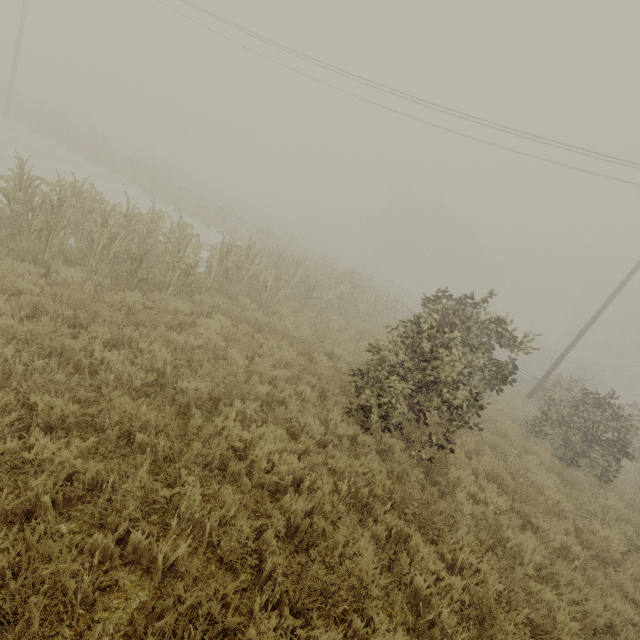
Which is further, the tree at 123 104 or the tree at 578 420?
the tree at 578 420

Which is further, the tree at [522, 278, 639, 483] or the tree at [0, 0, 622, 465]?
the tree at [522, 278, 639, 483]

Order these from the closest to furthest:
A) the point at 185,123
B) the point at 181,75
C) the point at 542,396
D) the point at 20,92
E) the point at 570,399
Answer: the point at 570,399, the point at 542,396, the point at 20,92, the point at 181,75, the point at 185,123
